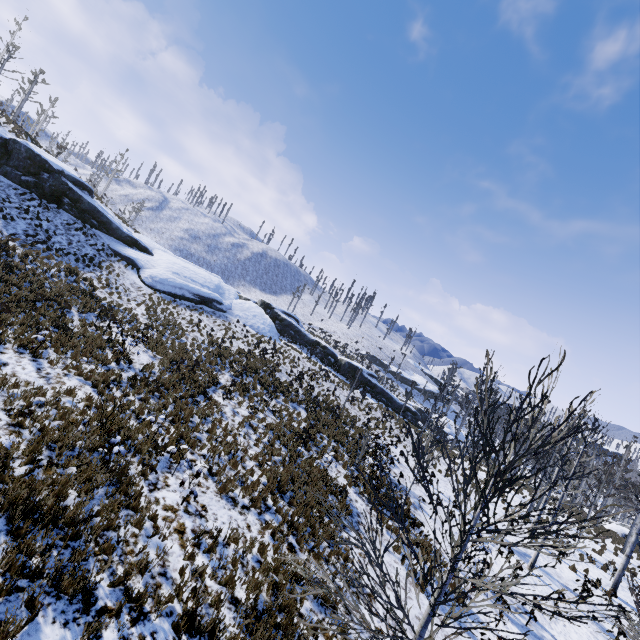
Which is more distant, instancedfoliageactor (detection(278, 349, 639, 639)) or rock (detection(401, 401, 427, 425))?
rock (detection(401, 401, 427, 425))

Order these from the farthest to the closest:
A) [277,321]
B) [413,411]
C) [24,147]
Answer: [277,321] < [413,411] < [24,147]

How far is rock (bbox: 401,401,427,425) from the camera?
38.2m

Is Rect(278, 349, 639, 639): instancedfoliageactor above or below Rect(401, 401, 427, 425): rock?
above

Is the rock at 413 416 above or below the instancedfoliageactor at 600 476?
below

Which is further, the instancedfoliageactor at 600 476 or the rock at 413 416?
the rock at 413 416
